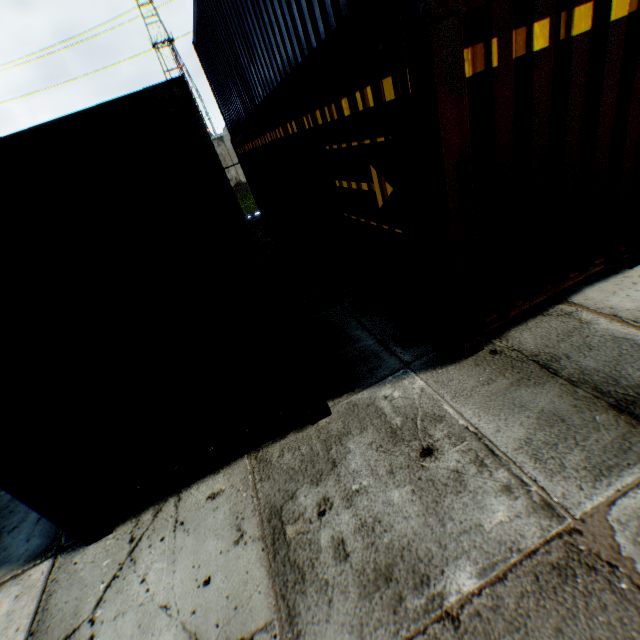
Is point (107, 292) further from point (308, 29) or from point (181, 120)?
point (308, 29)
